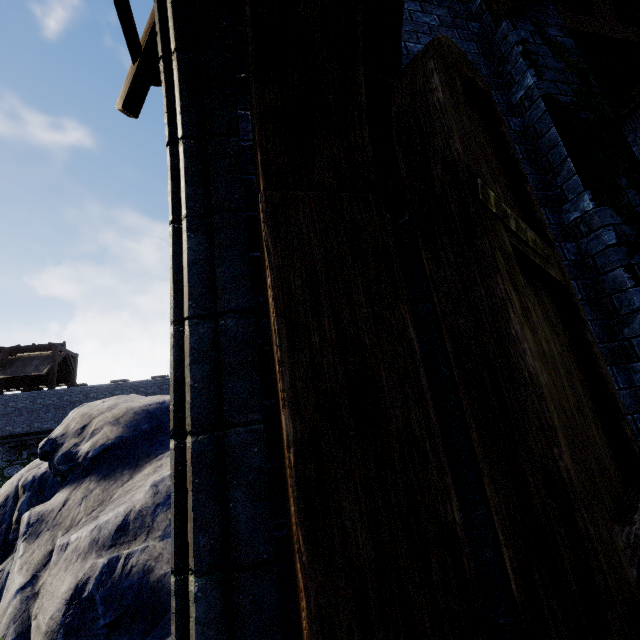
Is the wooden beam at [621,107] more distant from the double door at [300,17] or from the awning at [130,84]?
the awning at [130,84]

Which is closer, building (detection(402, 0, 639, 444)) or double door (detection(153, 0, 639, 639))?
double door (detection(153, 0, 639, 639))

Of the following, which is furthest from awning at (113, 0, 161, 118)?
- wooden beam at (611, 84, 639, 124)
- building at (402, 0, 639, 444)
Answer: wooden beam at (611, 84, 639, 124)

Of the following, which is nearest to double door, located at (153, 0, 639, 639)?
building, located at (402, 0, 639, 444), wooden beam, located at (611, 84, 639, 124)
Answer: building, located at (402, 0, 639, 444)

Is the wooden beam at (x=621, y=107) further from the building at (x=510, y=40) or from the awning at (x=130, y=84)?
the awning at (x=130, y=84)

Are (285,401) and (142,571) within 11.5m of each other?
yes

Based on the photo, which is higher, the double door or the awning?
the awning

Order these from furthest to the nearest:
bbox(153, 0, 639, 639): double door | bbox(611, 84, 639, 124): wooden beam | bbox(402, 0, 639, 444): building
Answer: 1. bbox(611, 84, 639, 124): wooden beam
2. bbox(402, 0, 639, 444): building
3. bbox(153, 0, 639, 639): double door
